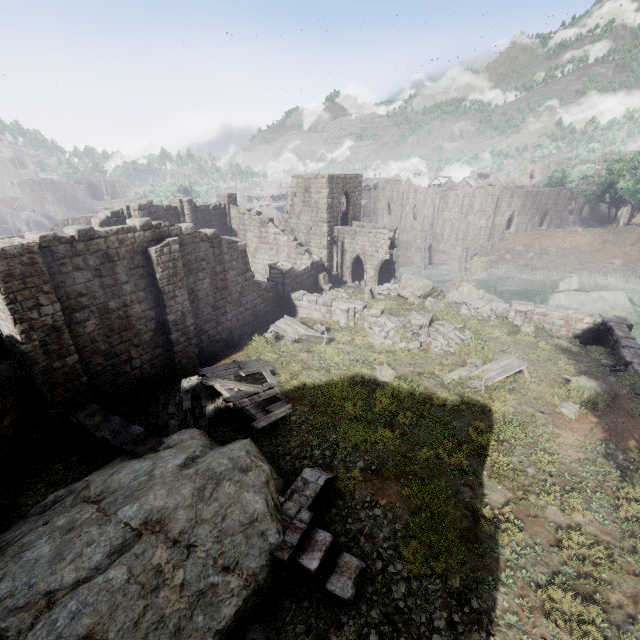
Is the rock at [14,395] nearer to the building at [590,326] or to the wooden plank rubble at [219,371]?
the wooden plank rubble at [219,371]

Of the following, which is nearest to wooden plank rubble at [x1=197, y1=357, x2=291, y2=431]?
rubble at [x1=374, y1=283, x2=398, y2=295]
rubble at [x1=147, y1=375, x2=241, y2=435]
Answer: rubble at [x1=147, y1=375, x2=241, y2=435]

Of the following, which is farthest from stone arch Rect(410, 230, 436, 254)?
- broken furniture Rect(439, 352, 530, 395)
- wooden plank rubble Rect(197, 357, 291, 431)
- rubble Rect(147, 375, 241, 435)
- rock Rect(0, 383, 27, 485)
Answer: rock Rect(0, 383, 27, 485)

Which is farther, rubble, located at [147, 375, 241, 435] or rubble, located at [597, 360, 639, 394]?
rubble, located at [597, 360, 639, 394]

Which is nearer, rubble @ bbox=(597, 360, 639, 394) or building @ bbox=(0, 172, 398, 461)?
building @ bbox=(0, 172, 398, 461)

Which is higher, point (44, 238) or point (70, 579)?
point (44, 238)

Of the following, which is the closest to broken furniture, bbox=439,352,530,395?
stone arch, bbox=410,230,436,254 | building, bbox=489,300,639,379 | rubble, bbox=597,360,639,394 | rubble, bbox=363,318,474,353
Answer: rubble, bbox=363,318,474,353

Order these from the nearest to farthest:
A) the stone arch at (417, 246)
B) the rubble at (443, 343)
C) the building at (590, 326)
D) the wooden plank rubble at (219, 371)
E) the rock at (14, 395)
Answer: the rock at (14, 395) < the wooden plank rubble at (219, 371) < the building at (590, 326) < the rubble at (443, 343) < the stone arch at (417, 246)
